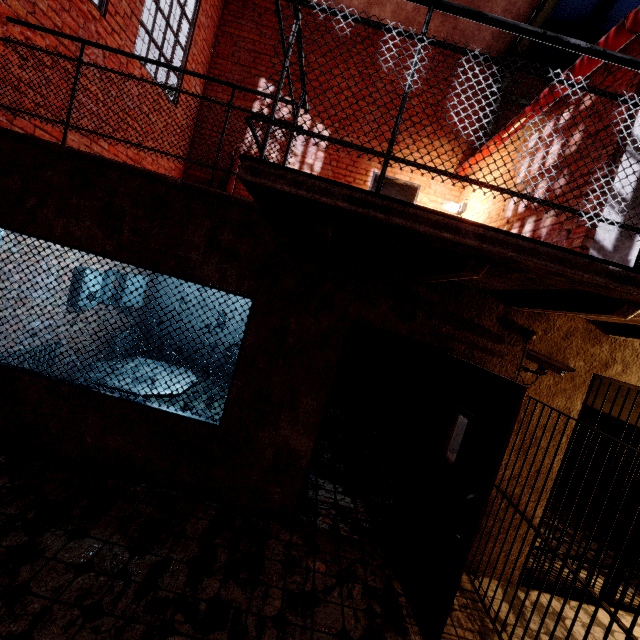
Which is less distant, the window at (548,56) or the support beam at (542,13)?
the support beam at (542,13)

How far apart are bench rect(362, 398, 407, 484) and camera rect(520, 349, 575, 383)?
1.9m

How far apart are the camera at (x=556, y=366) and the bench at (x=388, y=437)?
1.9m

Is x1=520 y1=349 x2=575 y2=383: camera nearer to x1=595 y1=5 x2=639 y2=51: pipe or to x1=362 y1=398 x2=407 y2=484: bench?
x1=362 y1=398 x2=407 y2=484: bench

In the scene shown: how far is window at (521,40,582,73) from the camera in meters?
6.1 m

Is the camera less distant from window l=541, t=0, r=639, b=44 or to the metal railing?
the metal railing

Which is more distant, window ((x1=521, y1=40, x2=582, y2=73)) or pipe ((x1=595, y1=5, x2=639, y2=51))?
window ((x1=521, y1=40, x2=582, y2=73))

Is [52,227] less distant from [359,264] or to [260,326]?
[260,326]
